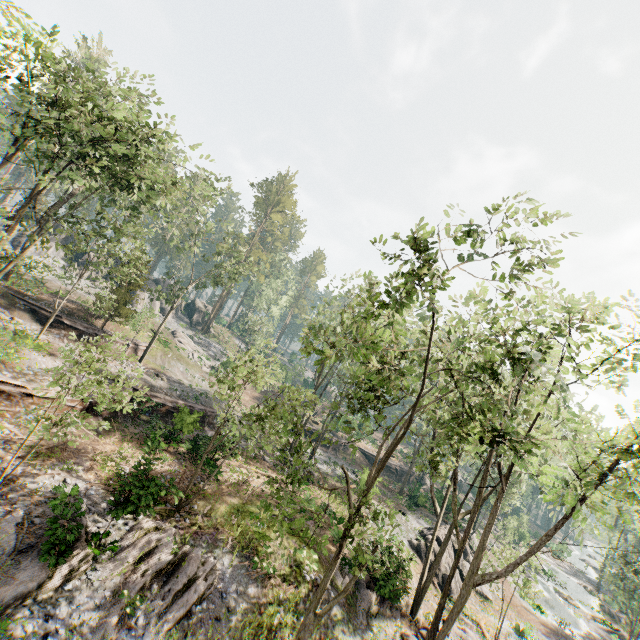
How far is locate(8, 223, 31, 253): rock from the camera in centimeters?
4009cm

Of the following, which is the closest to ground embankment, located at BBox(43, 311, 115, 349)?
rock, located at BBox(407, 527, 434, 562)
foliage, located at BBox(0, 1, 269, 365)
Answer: foliage, located at BBox(0, 1, 269, 365)

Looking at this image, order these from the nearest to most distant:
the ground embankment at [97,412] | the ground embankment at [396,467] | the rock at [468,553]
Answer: the ground embankment at [97,412]
the rock at [468,553]
the ground embankment at [396,467]

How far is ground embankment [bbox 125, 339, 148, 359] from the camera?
32.0m

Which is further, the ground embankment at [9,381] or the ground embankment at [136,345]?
the ground embankment at [136,345]

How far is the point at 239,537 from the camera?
16.3m

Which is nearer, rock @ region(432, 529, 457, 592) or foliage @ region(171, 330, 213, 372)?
rock @ region(432, 529, 457, 592)

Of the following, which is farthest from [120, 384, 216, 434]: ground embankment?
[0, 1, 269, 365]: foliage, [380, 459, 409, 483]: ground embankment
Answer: [380, 459, 409, 483]: ground embankment
